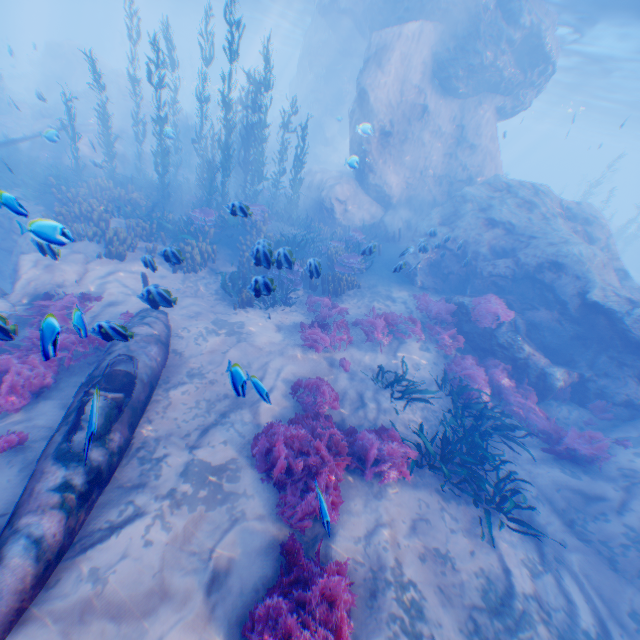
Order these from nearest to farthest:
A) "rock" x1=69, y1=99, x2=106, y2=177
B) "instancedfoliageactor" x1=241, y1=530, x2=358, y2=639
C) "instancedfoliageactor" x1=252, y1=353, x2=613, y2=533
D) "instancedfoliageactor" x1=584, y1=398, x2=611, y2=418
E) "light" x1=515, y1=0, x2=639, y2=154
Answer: "instancedfoliageactor" x1=241, y1=530, x2=358, y2=639, "instancedfoliageactor" x1=252, y1=353, x2=613, y2=533, "instancedfoliageactor" x1=584, y1=398, x2=611, y2=418, "light" x1=515, y1=0, x2=639, y2=154, "rock" x1=69, y1=99, x2=106, y2=177

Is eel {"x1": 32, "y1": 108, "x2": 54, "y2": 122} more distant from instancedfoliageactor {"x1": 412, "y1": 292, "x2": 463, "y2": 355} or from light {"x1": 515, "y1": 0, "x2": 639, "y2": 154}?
light {"x1": 515, "y1": 0, "x2": 639, "y2": 154}

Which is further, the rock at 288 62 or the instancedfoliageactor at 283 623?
the rock at 288 62

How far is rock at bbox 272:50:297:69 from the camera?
58.9 meters

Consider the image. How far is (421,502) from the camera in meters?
6.6

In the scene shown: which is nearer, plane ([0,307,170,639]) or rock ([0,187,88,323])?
plane ([0,307,170,639])

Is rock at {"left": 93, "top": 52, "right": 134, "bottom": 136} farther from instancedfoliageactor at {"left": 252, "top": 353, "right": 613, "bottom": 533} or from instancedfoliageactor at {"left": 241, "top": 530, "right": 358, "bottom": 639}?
instancedfoliageactor at {"left": 241, "top": 530, "right": 358, "bottom": 639}

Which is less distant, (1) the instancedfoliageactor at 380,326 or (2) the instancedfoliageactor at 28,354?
(2) the instancedfoliageactor at 28,354
